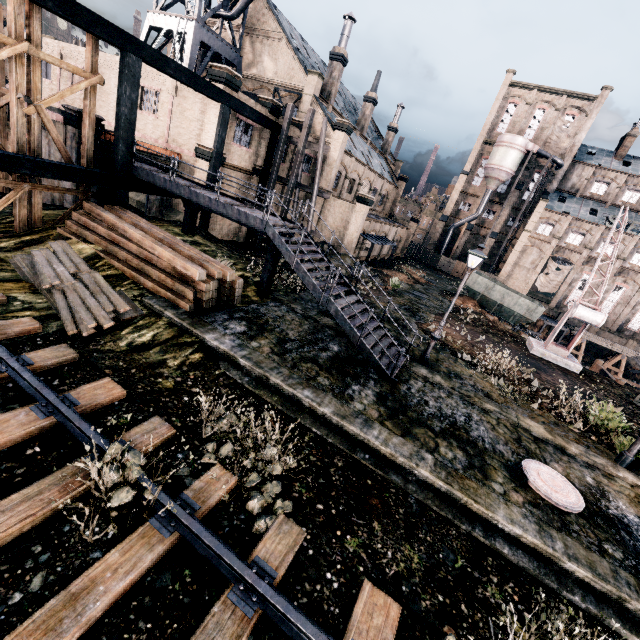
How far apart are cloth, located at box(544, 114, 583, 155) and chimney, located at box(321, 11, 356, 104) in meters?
39.5

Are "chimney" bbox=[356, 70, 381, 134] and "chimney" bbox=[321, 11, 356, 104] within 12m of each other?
yes

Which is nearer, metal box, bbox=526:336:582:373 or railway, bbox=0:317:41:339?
railway, bbox=0:317:41:339

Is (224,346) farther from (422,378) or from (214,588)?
(422,378)

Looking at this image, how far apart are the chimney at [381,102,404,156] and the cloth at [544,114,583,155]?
24.2m

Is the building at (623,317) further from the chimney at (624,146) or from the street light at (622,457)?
the street light at (622,457)

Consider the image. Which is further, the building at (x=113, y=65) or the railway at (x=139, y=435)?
the building at (x=113, y=65)

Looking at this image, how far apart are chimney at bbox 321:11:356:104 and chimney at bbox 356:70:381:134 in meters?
9.4 m
